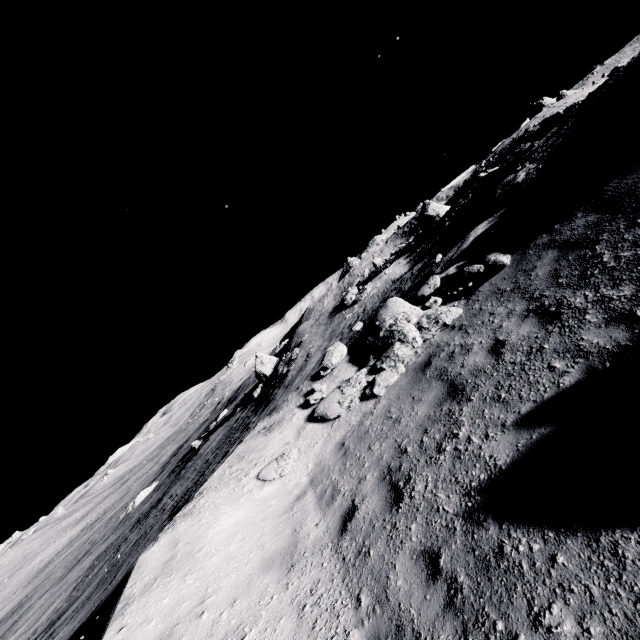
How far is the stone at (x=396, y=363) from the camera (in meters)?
8.66

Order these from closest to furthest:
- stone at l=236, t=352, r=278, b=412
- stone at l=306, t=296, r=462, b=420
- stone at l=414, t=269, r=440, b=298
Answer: stone at l=306, t=296, r=462, b=420 → stone at l=414, t=269, r=440, b=298 → stone at l=236, t=352, r=278, b=412

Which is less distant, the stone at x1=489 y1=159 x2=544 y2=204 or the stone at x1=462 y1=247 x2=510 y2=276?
the stone at x1=462 y1=247 x2=510 y2=276

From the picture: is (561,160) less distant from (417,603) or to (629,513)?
(629,513)

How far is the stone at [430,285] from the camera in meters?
10.4

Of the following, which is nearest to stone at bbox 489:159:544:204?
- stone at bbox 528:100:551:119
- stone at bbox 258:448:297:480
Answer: stone at bbox 258:448:297:480

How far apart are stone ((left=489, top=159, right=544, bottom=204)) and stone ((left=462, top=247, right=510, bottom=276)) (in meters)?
11.97

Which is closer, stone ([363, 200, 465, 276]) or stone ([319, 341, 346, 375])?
stone ([319, 341, 346, 375])
